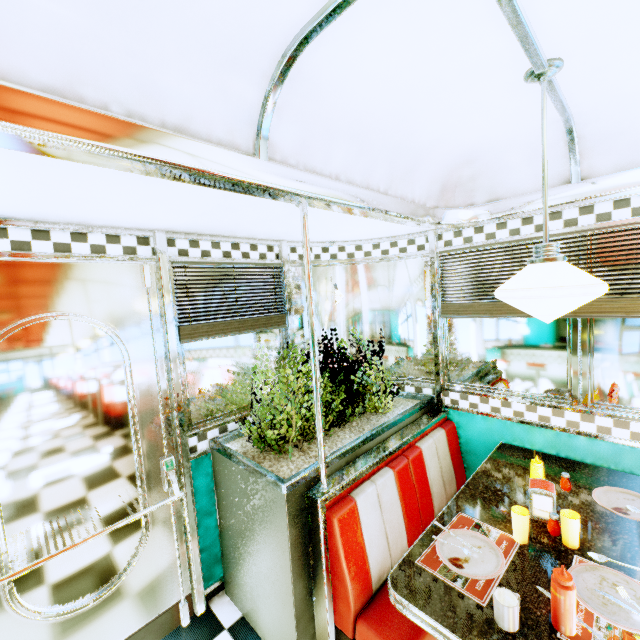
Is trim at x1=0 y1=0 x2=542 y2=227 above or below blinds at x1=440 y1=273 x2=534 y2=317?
above

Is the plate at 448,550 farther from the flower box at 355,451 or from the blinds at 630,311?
the blinds at 630,311

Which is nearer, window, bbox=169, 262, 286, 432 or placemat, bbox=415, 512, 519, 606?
placemat, bbox=415, 512, 519, 606

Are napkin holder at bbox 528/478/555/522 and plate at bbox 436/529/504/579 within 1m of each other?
yes

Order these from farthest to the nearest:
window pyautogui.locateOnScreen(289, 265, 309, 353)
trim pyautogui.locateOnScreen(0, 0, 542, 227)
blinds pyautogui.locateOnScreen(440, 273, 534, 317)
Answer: window pyautogui.locateOnScreen(289, 265, 309, 353), blinds pyautogui.locateOnScreen(440, 273, 534, 317), trim pyautogui.locateOnScreen(0, 0, 542, 227)

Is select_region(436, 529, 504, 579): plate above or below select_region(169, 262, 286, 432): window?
below

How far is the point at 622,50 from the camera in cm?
131

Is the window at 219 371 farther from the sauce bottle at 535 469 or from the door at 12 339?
the sauce bottle at 535 469
